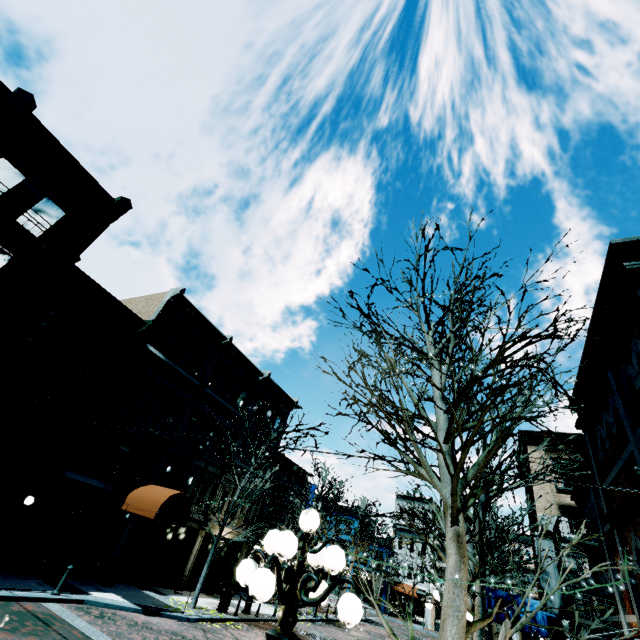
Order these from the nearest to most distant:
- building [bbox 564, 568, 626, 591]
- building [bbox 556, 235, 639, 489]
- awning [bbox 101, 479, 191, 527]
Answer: building [bbox 556, 235, 639, 489], building [bbox 564, 568, 626, 591], awning [bbox 101, 479, 191, 527]

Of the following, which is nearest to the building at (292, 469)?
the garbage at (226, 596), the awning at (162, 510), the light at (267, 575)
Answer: the awning at (162, 510)

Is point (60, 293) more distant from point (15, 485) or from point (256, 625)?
point (256, 625)

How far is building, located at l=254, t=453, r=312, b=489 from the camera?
26.28m

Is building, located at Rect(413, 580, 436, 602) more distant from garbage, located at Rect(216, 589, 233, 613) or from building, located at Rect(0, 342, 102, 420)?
garbage, located at Rect(216, 589, 233, 613)

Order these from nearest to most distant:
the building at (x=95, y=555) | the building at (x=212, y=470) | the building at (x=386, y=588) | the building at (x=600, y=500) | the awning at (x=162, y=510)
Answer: the building at (x=600, y=500) → the building at (x=95, y=555) → the awning at (x=162, y=510) → the building at (x=212, y=470) → the building at (x=386, y=588)

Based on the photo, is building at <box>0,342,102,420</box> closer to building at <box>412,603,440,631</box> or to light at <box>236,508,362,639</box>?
light at <box>236,508,362,639</box>

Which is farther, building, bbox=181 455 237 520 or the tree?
building, bbox=181 455 237 520
